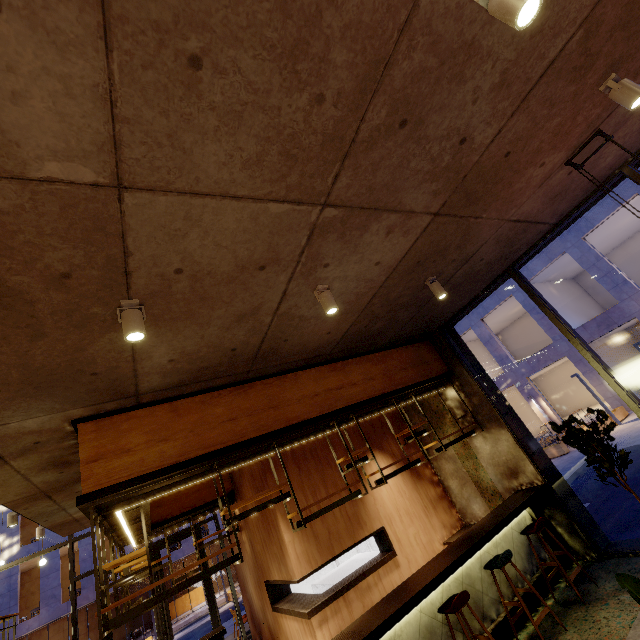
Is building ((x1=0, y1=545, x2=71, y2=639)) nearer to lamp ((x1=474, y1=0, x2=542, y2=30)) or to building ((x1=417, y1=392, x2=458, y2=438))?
building ((x1=417, y1=392, x2=458, y2=438))

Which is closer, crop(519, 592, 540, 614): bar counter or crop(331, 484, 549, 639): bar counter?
crop(331, 484, 549, 639): bar counter

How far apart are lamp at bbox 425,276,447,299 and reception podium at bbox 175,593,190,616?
33.13m

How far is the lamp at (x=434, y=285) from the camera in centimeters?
469cm

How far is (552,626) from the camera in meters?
4.3 m

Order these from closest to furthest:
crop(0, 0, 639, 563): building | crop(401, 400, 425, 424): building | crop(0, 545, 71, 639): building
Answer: crop(0, 0, 639, 563): building < crop(401, 400, 425, 424): building < crop(0, 545, 71, 639): building

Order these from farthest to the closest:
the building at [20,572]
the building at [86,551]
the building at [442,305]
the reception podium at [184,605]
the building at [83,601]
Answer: the reception podium at [184,605], the building at [86,551], the building at [83,601], the building at [20,572], the building at [442,305]

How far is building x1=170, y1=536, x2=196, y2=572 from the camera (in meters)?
23.09
